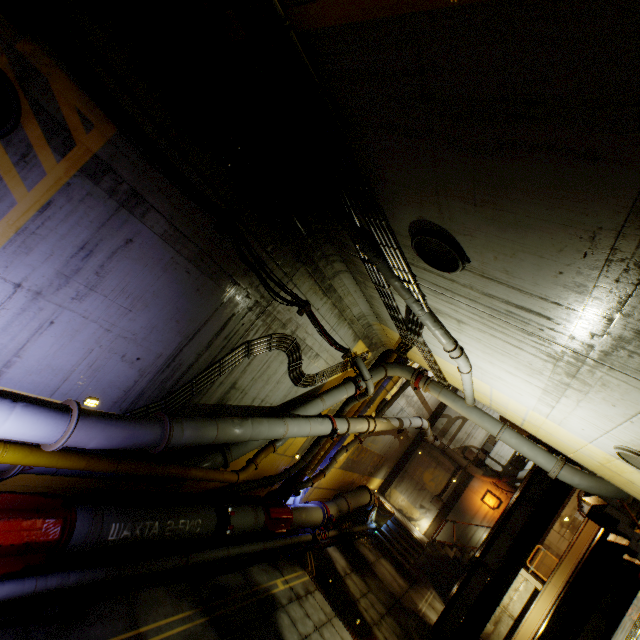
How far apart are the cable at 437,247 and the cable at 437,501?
18.7m

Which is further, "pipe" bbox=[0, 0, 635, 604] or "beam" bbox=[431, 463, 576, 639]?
"beam" bbox=[431, 463, 576, 639]

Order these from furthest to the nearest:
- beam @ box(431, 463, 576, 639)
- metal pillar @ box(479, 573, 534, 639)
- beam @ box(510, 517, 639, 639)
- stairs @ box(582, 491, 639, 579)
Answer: metal pillar @ box(479, 573, 534, 639) → beam @ box(431, 463, 576, 639) → beam @ box(510, 517, 639, 639) → stairs @ box(582, 491, 639, 579)

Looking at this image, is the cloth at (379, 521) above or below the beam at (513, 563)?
below

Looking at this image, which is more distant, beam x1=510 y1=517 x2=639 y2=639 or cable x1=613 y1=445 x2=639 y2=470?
beam x1=510 y1=517 x2=639 y2=639

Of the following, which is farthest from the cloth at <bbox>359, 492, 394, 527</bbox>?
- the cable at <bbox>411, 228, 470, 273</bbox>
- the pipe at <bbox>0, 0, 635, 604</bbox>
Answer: the cable at <bbox>411, 228, 470, 273</bbox>

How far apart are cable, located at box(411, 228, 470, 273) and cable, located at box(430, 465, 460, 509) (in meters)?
18.71

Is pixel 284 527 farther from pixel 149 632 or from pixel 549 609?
pixel 549 609
